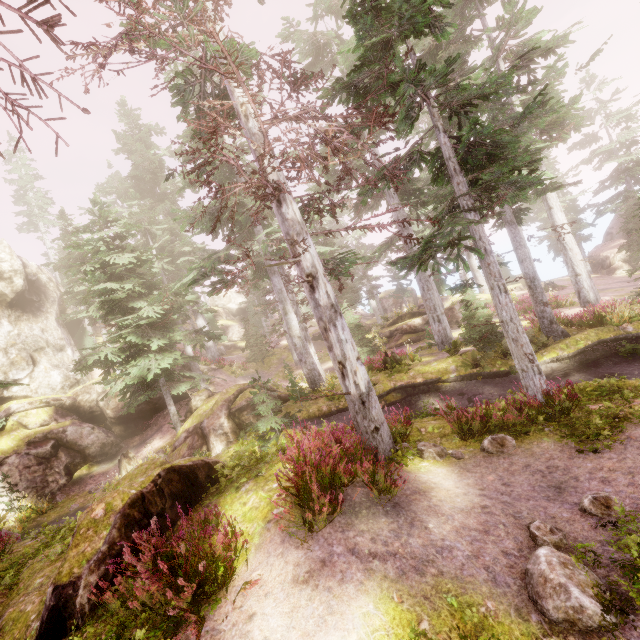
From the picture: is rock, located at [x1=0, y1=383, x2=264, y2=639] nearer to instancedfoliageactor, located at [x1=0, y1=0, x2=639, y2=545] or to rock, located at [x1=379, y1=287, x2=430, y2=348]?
instancedfoliageactor, located at [x1=0, y1=0, x2=639, y2=545]

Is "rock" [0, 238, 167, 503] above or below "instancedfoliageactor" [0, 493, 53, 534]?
above

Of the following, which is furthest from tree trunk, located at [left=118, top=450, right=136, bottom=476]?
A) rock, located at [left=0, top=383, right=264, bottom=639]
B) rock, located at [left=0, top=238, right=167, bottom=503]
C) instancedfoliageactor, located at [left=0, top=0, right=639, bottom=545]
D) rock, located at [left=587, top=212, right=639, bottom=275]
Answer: rock, located at [left=587, top=212, right=639, bottom=275]

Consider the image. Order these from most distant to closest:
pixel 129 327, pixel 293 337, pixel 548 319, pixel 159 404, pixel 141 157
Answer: pixel 141 157, pixel 159 404, pixel 293 337, pixel 129 327, pixel 548 319

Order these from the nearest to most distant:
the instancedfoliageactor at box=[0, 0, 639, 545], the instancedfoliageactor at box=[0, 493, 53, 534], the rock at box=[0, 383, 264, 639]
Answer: the rock at box=[0, 383, 264, 639] < the instancedfoliageactor at box=[0, 0, 639, 545] < the instancedfoliageactor at box=[0, 493, 53, 534]

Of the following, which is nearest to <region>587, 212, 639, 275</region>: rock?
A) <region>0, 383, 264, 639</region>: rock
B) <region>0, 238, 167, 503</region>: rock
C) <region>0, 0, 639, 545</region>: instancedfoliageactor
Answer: <region>0, 0, 639, 545</region>: instancedfoliageactor

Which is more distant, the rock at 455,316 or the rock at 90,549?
the rock at 455,316

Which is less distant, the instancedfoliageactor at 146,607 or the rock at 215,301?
the instancedfoliageactor at 146,607
